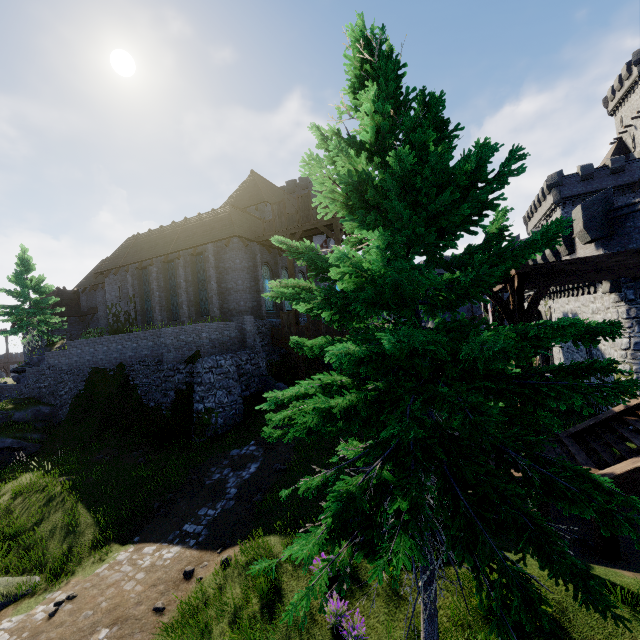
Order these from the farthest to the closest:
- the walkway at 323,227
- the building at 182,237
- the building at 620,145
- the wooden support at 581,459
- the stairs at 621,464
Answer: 1. the building at 620,145
2. the building at 182,237
3. the walkway at 323,227
4. the wooden support at 581,459
5. the stairs at 621,464

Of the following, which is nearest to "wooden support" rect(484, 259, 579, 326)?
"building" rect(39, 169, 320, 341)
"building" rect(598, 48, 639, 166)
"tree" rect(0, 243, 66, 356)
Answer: "building" rect(39, 169, 320, 341)

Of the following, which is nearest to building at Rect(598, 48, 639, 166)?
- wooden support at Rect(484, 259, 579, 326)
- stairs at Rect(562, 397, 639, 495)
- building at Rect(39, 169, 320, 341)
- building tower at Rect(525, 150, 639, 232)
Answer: building tower at Rect(525, 150, 639, 232)

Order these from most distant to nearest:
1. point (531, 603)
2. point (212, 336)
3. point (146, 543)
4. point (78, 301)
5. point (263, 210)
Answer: point (78, 301)
point (263, 210)
point (212, 336)
point (146, 543)
point (531, 603)

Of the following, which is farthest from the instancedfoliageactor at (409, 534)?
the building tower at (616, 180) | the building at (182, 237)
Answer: the building tower at (616, 180)

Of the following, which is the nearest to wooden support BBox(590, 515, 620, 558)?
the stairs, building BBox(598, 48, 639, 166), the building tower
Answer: the stairs

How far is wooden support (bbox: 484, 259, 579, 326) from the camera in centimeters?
671cm

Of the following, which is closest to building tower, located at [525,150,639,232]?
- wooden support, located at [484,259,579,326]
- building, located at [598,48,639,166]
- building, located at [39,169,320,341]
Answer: building, located at [598,48,639,166]
